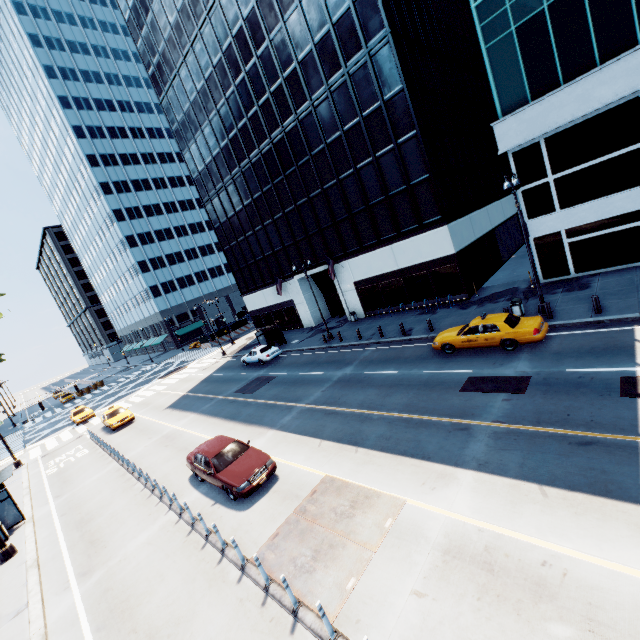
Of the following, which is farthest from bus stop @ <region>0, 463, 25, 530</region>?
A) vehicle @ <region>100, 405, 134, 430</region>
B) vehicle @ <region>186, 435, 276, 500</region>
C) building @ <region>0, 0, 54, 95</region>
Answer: building @ <region>0, 0, 54, 95</region>

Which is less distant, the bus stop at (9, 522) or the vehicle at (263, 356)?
the bus stop at (9, 522)

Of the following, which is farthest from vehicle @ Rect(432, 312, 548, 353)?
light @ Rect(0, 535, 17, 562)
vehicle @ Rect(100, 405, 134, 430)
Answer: vehicle @ Rect(100, 405, 134, 430)

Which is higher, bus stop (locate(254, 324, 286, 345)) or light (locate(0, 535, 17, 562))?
bus stop (locate(254, 324, 286, 345))

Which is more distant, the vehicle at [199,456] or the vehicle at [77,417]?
the vehicle at [77,417]

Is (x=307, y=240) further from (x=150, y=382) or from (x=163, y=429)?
(x=150, y=382)

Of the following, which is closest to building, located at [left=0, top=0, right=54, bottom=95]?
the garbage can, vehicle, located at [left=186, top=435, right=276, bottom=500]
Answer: vehicle, located at [left=186, top=435, right=276, bottom=500]

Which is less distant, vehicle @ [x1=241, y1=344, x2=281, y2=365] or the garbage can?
the garbage can
